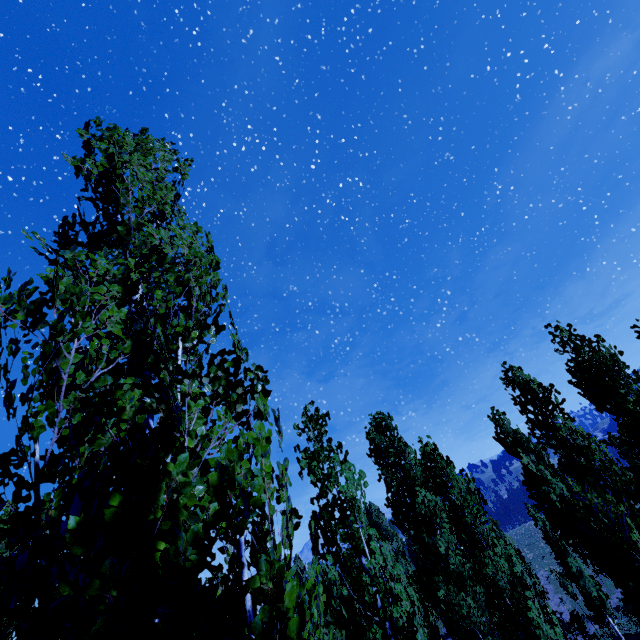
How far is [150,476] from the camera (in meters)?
1.53
